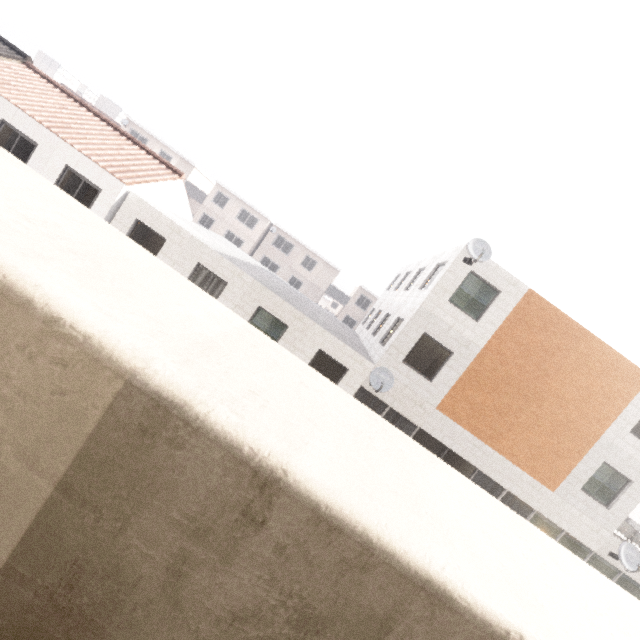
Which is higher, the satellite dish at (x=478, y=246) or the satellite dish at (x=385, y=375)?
the satellite dish at (x=478, y=246)

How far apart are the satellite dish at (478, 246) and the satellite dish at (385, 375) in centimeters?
517cm

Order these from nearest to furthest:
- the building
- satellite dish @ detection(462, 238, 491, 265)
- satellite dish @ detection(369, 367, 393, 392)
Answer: satellite dish @ detection(462, 238, 491, 265)
satellite dish @ detection(369, 367, 393, 392)
the building

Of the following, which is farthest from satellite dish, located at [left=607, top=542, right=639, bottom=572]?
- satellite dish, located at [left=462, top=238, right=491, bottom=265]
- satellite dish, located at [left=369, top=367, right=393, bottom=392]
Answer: satellite dish, located at [left=462, top=238, right=491, bottom=265]

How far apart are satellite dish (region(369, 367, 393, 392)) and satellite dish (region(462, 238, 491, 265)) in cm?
517

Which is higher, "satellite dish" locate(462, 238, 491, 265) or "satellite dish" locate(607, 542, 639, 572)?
"satellite dish" locate(462, 238, 491, 265)

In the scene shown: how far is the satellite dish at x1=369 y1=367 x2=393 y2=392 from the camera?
12.33m

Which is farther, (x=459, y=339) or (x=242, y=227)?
(x=242, y=227)
